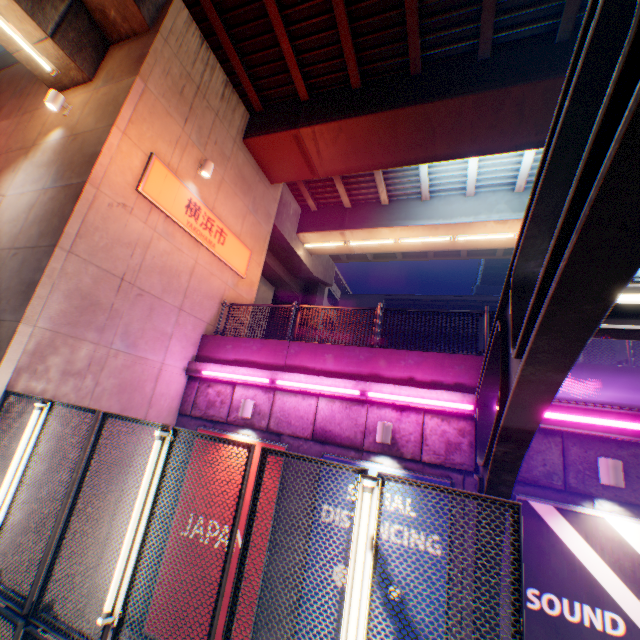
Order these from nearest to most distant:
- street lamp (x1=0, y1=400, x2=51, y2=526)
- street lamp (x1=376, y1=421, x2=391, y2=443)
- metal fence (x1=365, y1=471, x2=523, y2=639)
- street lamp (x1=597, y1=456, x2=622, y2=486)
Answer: metal fence (x1=365, y1=471, x2=523, y2=639), street lamp (x1=0, y1=400, x2=51, y2=526), street lamp (x1=597, y1=456, x2=622, y2=486), street lamp (x1=376, y1=421, x2=391, y2=443)

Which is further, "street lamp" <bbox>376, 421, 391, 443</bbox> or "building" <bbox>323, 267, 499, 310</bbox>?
"building" <bbox>323, 267, 499, 310</bbox>

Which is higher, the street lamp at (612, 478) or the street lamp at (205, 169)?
the street lamp at (205, 169)

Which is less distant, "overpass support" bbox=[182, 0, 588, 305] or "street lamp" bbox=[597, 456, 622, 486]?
"street lamp" bbox=[597, 456, 622, 486]

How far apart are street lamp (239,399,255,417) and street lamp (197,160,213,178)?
6.3 meters

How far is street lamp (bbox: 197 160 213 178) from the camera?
9.0m

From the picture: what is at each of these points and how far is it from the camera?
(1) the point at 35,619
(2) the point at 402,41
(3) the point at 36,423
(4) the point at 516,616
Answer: (1) metal fence, 3.7 meters
(2) overpass support, 8.8 meters
(3) street lamp, 4.8 meters
(4) metal fence, 2.4 meters

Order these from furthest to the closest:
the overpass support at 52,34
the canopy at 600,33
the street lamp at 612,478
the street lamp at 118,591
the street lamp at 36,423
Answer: the overpass support at 52,34 → the street lamp at 612,478 → the street lamp at 36,423 → the street lamp at 118,591 → the canopy at 600,33
